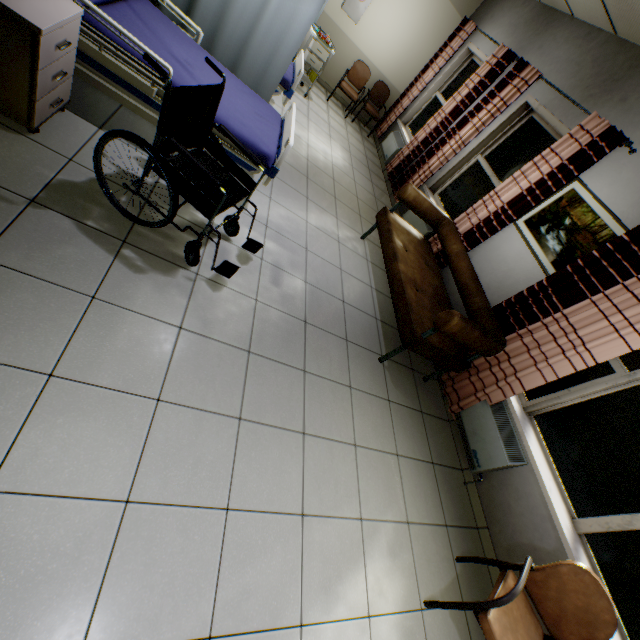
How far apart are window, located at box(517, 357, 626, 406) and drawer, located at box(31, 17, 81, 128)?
4.39m

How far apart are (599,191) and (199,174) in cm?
380

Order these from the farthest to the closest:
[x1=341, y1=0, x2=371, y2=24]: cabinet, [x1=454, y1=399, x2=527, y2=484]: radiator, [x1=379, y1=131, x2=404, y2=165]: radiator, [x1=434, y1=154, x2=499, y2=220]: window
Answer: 1. [x1=379, y1=131, x2=404, y2=165]: radiator
2. [x1=341, y1=0, x2=371, y2=24]: cabinet
3. [x1=434, y1=154, x2=499, y2=220]: window
4. [x1=454, y1=399, x2=527, y2=484]: radiator

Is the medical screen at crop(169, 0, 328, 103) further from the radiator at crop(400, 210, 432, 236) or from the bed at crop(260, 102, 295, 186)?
the radiator at crop(400, 210, 432, 236)

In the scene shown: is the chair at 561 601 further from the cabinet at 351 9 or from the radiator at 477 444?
the cabinet at 351 9

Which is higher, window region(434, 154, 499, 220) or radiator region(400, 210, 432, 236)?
window region(434, 154, 499, 220)

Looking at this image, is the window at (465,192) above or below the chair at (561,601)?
above

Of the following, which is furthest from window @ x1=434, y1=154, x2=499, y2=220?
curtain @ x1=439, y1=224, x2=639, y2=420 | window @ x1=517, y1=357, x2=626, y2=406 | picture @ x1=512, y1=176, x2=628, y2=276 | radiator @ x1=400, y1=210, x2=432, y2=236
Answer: window @ x1=517, y1=357, x2=626, y2=406
